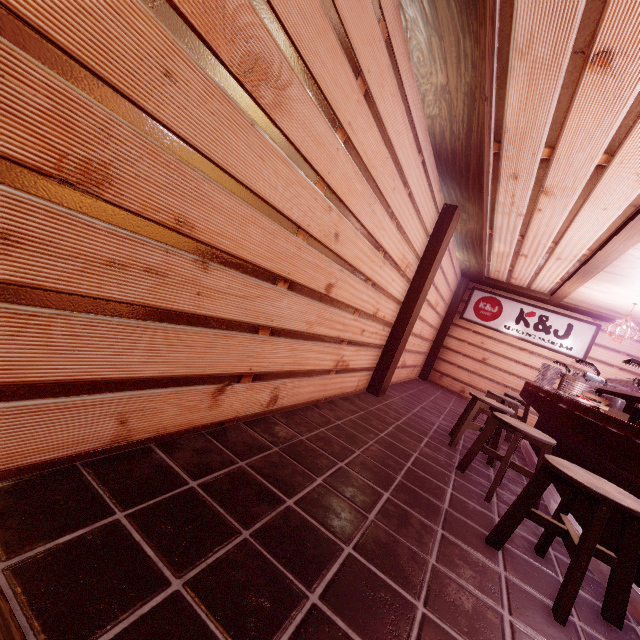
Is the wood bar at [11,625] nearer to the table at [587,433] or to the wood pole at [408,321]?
the table at [587,433]

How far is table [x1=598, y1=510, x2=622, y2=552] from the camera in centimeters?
384cm

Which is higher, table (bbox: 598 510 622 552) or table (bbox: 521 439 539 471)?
table (bbox: 598 510 622 552)

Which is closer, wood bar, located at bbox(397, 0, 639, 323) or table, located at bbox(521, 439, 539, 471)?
wood bar, located at bbox(397, 0, 639, 323)

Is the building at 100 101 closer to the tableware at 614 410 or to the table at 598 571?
the table at 598 571

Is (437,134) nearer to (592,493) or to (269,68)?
(269,68)

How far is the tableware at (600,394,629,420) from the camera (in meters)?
5.32
